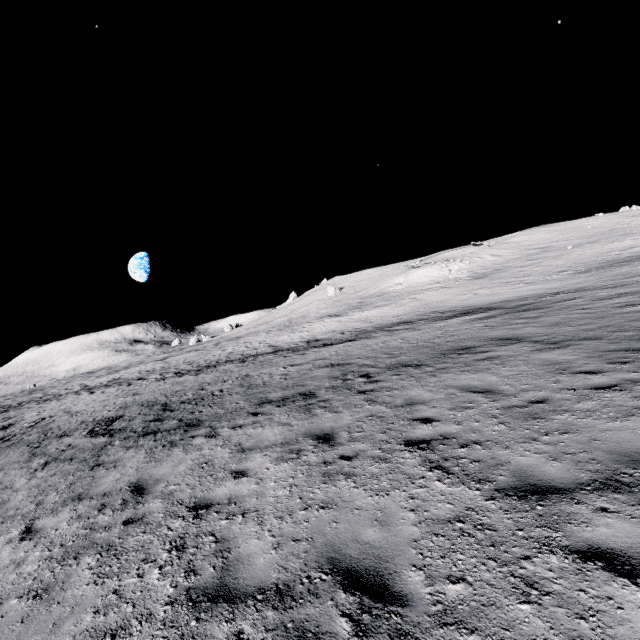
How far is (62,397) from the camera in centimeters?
3497cm
